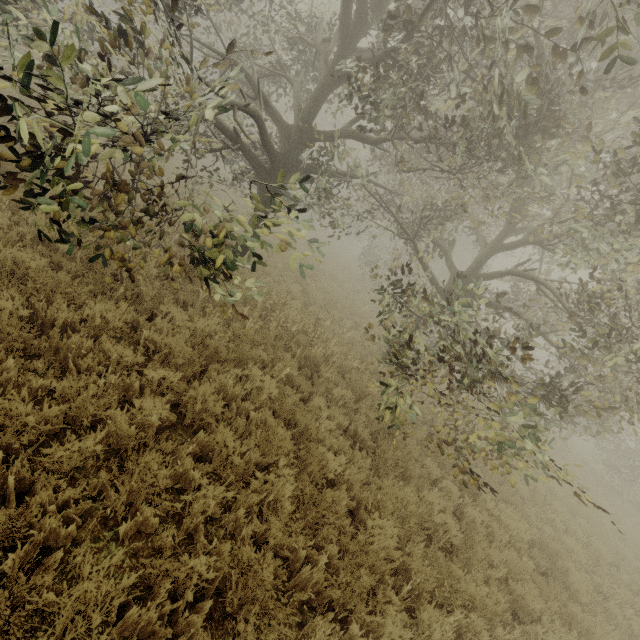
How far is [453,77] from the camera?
5.8m
